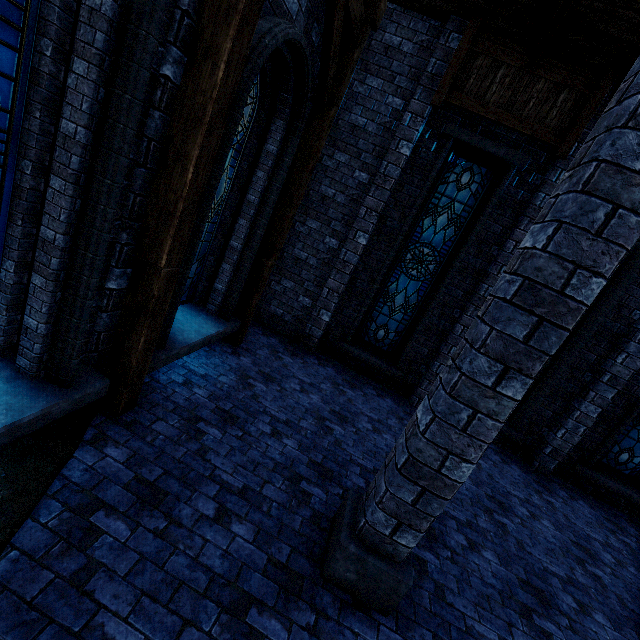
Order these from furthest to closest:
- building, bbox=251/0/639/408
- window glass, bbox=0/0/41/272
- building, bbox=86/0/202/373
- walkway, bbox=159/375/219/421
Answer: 1. building, bbox=251/0/639/408
2. walkway, bbox=159/375/219/421
3. building, bbox=86/0/202/373
4. window glass, bbox=0/0/41/272

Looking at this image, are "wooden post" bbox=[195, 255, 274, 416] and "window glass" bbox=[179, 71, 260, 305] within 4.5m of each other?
yes

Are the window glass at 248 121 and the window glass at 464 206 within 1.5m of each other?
no

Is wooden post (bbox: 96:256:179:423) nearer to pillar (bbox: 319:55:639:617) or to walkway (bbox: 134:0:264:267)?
walkway (bbox: 134:0:264:267)

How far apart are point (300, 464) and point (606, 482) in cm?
727

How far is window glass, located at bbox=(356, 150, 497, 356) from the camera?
6.8 meters

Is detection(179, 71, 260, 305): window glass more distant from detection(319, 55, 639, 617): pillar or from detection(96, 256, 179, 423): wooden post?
detection(319, 55, 639, 617): pillar

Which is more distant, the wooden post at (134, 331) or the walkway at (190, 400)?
the walkway at (190, 400)
